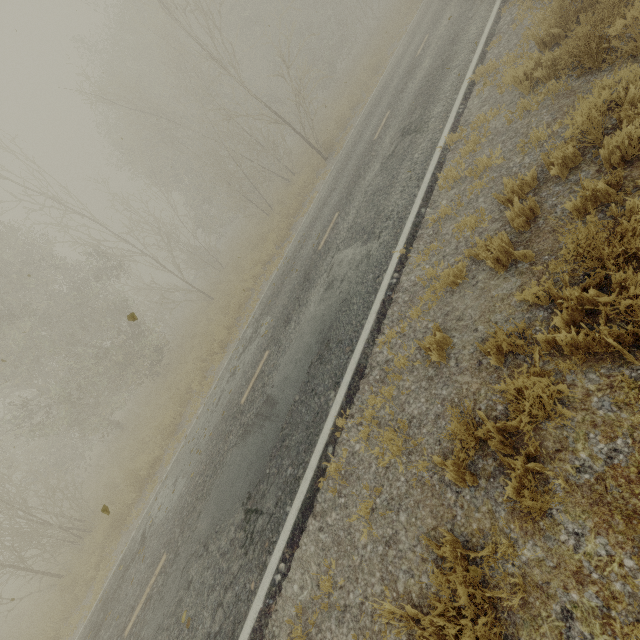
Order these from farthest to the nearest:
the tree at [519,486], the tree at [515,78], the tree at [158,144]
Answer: the tree at [158,144] < the tree at [515,78] < the tree at [519,486]

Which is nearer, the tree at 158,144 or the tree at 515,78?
the tree at 515,78

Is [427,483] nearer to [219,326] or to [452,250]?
[452,250]

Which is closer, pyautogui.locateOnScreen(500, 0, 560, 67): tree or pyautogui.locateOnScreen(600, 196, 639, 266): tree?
pyautogui.locateOnScreen(600, 196, 639, 266): tree

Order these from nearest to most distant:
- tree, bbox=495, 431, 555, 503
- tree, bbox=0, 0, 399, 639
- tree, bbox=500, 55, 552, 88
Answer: tree, bbox=495, 431, 555, 503 < tree, bbox=500, 55, 552, 88 < tree, bbox=0, 0, 399, 639

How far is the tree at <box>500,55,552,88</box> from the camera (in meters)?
5.62
